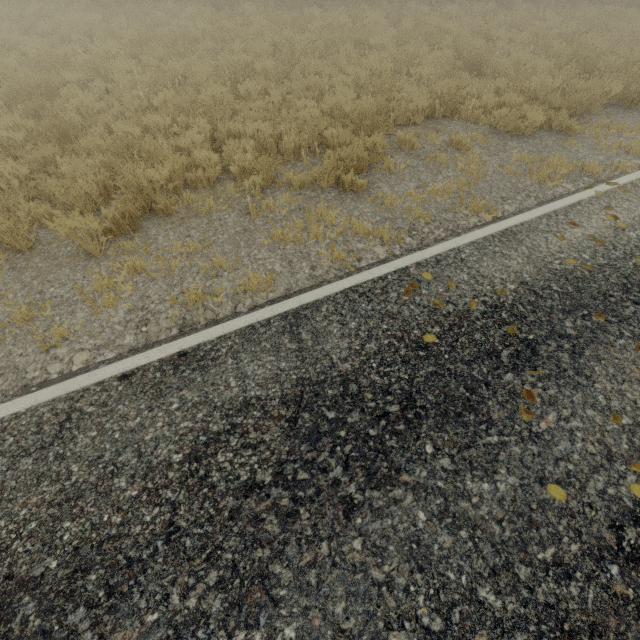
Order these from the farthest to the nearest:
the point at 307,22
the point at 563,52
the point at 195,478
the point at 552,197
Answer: the point at 307,22 < the point at 563,52 < the point at 552,197 < the point at 195,478
